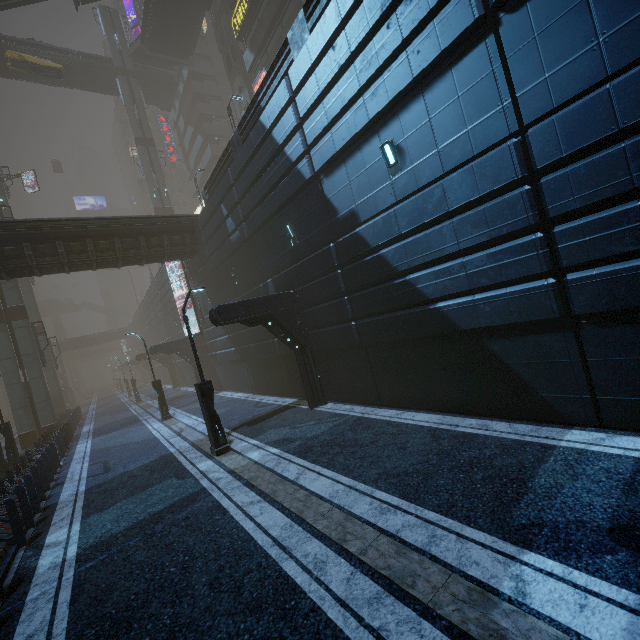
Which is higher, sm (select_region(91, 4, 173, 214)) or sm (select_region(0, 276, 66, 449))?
sm (select_region(91, 4, 173, 214))

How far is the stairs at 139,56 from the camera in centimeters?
3725cm

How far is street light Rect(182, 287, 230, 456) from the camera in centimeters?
1055cm

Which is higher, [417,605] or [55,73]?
[55,73]

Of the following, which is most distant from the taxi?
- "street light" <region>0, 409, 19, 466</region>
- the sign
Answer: "street light" <region>0, 409, 19, 466</region>

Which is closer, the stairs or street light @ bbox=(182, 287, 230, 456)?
street light @ bbox=(182, 287, 230, 456)

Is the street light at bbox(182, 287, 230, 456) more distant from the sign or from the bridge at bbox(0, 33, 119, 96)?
the bridge at bbox(0, 33, 119, 96)

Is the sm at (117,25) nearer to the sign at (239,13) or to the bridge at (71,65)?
the bridge at (71,65)
